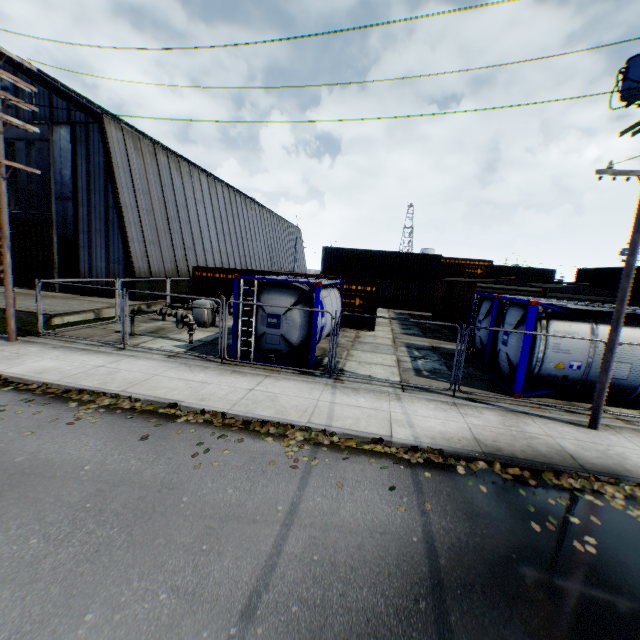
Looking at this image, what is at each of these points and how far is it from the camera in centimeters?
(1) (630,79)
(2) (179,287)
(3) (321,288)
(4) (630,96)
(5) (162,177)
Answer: (1) electric pole, 730cm
(2) building, 2441cm
(3) tank container, 1297cm
(4) electric pole, 742cm
(5) building, 2373cm

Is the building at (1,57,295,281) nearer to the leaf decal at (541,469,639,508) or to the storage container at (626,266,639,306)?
the leaf decal at (541,469,639,508)

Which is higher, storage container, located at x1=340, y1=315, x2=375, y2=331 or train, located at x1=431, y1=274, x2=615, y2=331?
train, located at x1=431, y1=274, x2=615, y2=331

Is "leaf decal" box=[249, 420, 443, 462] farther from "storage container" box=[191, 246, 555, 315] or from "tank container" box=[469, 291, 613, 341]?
"storage container" box=[191, 246, 555, 315]

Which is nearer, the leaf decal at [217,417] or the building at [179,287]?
the leaf decal at [217,417]

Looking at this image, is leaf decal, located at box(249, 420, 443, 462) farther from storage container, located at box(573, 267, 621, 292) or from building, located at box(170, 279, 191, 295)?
storage container, located at box(573, 267, 621, 292)

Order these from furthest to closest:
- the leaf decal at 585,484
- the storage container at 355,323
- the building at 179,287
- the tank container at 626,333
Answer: the building at 179,287 < the storage container at 355,323 < the tank container at 626,333 < the leaf decal at 585,484

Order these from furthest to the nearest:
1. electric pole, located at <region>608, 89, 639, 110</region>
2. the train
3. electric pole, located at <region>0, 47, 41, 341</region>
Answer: the train < electric pole, located at <region>0, 47, 41, 341</region> < electric pole, located at <region>608, 89, 639, 110</region>
